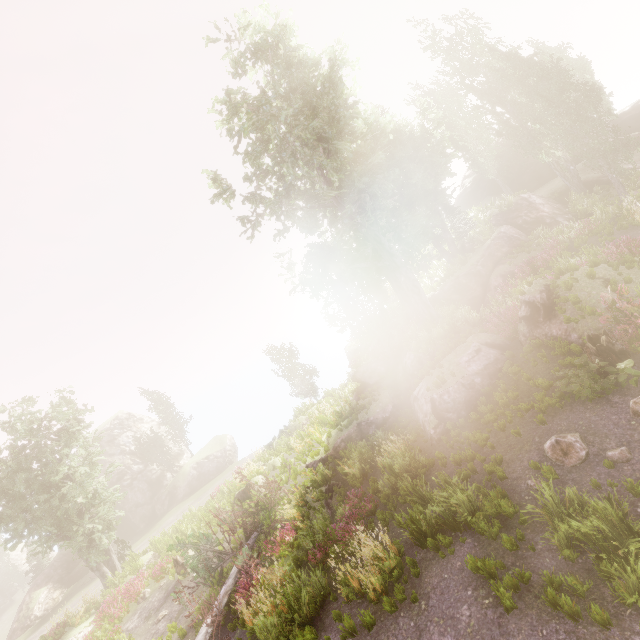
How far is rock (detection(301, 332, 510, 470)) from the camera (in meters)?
12.77

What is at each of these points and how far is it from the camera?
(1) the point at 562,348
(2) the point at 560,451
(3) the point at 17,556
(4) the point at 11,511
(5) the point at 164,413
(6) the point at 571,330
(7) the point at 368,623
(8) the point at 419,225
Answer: (1) instancedfoliageactor, 10.7 meters
(2) instancedfoliageactor, 7.9 meters
(3) rock, 46.2 meters
(4) instancedfoliageactor, 19.5 meters
(5) instancedfoliageactor, 40.6 meters
(6) rock, 10.8 meters
(7) instancedfoliageactor, 7.2 meters
(8) instancedfoliageactor, 20.0 meters

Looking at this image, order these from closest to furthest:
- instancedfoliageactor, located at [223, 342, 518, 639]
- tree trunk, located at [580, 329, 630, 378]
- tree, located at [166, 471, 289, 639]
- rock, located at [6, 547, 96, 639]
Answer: instancedfoliageactor, located at [223, 342, 518, 639]
tree trunk, located at [580, 329, 630, 378]
tree, located at [166, 471, 289, 639]
rock, located at [6, 547, 96, 639]

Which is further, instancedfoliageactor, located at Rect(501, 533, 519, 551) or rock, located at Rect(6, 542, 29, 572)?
rock, located at Rect(6, 542, 29, 572)

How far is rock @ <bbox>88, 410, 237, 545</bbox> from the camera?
35.2 meters

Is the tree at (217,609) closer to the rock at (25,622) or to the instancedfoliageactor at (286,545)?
the instancedfoliageactor at (286,545)

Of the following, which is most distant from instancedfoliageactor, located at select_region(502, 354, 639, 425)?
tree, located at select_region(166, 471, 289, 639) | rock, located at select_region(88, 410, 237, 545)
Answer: tree, located at select_region(166, 471, 289, 639)

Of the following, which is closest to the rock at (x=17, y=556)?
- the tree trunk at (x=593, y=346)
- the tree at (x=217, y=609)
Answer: the tree at (x=217, y=609)
